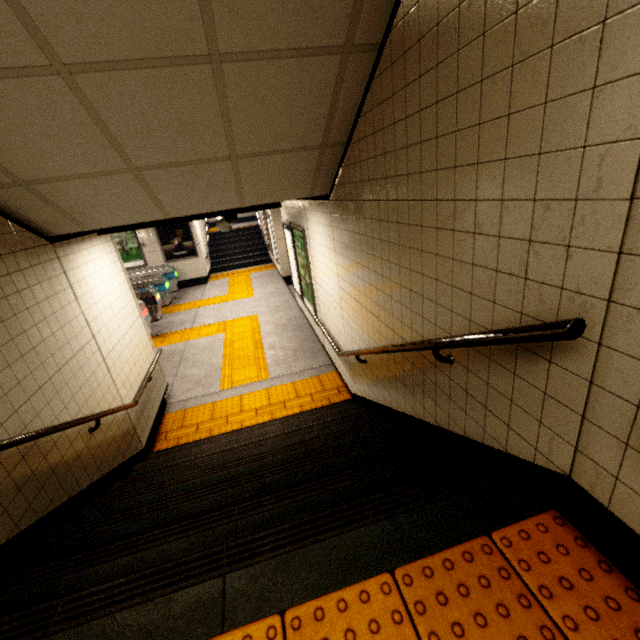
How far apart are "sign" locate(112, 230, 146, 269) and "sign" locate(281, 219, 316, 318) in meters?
8.4 m

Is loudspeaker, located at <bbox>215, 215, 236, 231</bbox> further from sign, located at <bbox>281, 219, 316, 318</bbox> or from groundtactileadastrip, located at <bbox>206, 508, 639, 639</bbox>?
groundtactileadastrip, located at <bbox>206, 508, 639, 639</bbox>

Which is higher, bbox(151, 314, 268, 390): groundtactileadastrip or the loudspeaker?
the loudspeaker

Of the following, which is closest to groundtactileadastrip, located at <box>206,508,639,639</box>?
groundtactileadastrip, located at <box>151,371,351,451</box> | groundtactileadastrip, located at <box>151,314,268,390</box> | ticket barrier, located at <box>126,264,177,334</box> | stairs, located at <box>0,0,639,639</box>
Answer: stairs, located at <box>0,0,639,639</box>

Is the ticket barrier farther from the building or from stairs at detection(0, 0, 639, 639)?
stairs at detection(0, 0, 639, 639)

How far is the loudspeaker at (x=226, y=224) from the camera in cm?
515

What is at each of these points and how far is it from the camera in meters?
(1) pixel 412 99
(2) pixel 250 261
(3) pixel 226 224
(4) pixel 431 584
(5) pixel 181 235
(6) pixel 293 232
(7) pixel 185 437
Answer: (1) stairs, 1.7 m
(2) stairs, 15.3 m
(3) loudspeaker, 5.3 m
(4) groundtactileadastrip, 1.3 m
(5) sign, 12.4 m
(6) sign, 6.4 m
(7) groundtactileadastrip, 4.7 m

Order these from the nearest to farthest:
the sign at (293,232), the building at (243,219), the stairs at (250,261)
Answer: the sign at (293,232), the stairs at (250,261), the building at (243,219)
